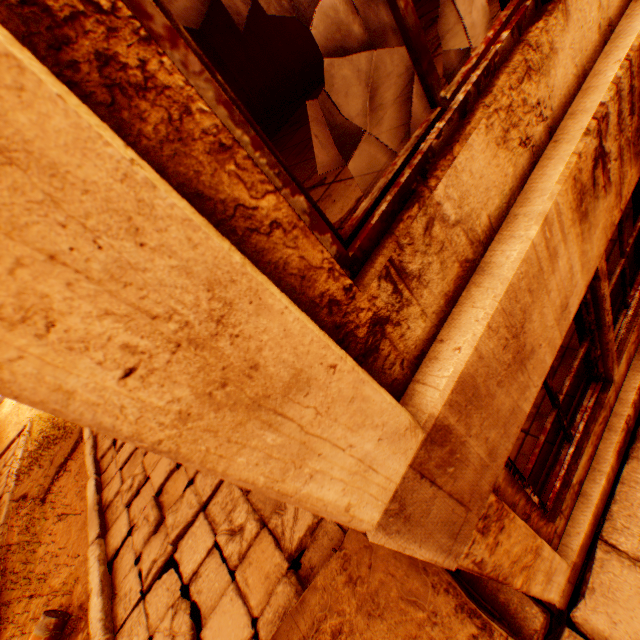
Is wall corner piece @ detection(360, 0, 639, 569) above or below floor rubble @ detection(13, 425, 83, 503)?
above

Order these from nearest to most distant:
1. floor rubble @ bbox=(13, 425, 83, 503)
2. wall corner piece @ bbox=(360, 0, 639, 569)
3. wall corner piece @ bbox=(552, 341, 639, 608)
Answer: wall corner piece @ bbox=(360, 0, 639, 569) < wall corner piece @ bbox=(552, 341, 639, 608) < floor rubble @ bbox=(13, 425, 83, 503)

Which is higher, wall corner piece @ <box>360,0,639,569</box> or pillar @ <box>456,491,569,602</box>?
wall corner piece @ <box>360,0,639,569</box>

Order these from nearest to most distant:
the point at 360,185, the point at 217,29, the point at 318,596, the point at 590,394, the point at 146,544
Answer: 1. the point at 360,185
2. the point at 590,394
3. the point at 318,596
4. the point at 146,544
5. the point at 217,29

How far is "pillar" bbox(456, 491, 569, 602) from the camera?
1.34m

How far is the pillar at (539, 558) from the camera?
1.34m

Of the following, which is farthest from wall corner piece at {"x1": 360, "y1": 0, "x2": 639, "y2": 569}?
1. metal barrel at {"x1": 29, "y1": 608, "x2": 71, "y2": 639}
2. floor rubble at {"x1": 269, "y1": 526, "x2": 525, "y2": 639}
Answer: metal barrel at {"x1": 29, "y1": 608, "x2": 71, "y2": 639}

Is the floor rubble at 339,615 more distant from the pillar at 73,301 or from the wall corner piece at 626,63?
the pillar at 73,301
